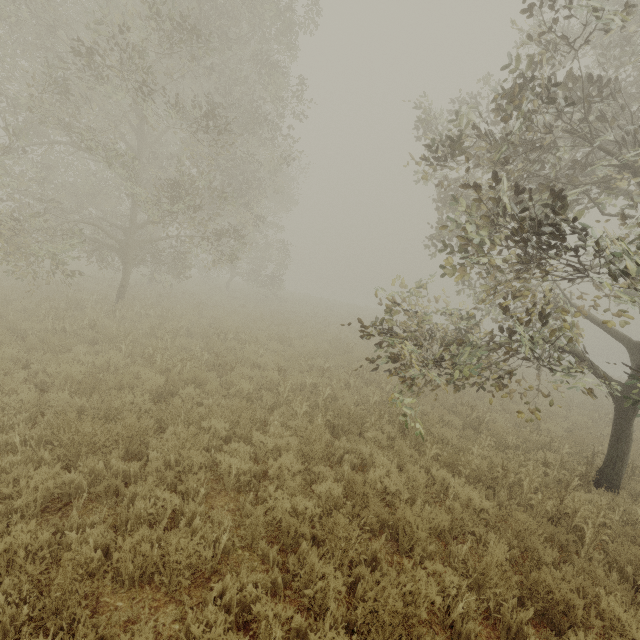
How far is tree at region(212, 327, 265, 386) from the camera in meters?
9.0 m

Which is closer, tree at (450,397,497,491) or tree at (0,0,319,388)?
tree at (450,397,497,491)

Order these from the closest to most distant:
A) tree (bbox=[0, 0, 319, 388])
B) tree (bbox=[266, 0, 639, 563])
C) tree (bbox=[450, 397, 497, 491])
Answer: tree (bbox=[266, 0, 639, 563]) < tree (bbox=[450, 397, 497, 491]) < tree (bbox=[0, 0, 319, 388])

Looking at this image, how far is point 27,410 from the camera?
5.9m

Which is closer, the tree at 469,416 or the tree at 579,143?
the tree at 579,143

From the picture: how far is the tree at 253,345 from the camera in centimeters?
895cm

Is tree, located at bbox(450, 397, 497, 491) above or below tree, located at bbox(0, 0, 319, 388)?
below
